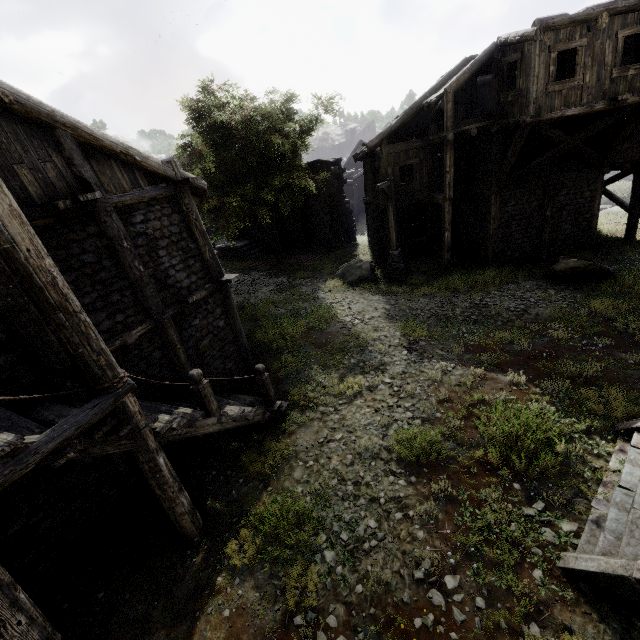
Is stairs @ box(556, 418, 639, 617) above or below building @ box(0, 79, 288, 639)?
below

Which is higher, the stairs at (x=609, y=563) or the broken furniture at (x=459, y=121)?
the broken furniture at (x=459, y=121)

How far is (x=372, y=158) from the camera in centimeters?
1900cm

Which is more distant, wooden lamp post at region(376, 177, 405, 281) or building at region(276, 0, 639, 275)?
wooden lamp post at region(376, 177, 405, 281)

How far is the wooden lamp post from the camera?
15.6 meters

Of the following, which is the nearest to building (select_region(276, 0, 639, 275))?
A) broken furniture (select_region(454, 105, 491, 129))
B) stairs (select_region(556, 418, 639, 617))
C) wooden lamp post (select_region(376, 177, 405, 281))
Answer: broken furniture (select_region(454, 105, 491, 129))

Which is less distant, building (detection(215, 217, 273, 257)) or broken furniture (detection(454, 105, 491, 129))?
broken furniture (detection(454, 105, 491, 129))

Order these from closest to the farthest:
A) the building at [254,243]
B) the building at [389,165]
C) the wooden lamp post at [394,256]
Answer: the building at [389,165]
the wooden lamp post at [394,256]
the building at [254,243]
